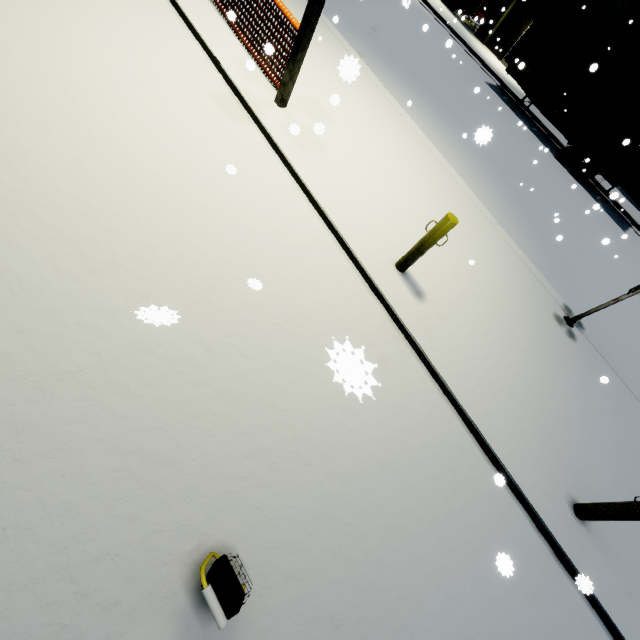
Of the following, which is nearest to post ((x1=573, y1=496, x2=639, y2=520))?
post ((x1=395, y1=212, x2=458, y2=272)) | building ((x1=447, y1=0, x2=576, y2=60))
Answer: post ((x1=395, y1=212, x2=458, y2=272))

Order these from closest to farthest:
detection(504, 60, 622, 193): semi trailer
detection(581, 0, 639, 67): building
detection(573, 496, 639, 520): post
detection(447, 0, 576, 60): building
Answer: detection(573, 496, 639, 520): post, detection(504, 60, 622, 193): semi trailer, detection(581, 0, 639, 67): building, detection(447, 0, 576, 60): building

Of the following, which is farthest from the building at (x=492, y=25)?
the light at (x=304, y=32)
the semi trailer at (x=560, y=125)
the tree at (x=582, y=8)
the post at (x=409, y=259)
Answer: the post at (x=409, y=259)

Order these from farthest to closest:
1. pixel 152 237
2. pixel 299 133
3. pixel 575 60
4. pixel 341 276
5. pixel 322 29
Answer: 1. pixel 575 60
2. pixel 322 29
3. pixel 299 133
4. pixel 341 276
5. pixel 152 237

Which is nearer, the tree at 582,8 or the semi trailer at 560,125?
the semi trailer at 560,125

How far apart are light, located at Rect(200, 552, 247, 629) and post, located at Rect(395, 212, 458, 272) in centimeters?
400cm

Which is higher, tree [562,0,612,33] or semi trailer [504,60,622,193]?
tree [562,0,612,33]

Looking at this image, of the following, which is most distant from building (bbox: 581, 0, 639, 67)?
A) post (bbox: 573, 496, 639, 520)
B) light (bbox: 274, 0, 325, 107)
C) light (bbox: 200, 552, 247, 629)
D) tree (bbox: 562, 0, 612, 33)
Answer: post (bbox: 573, 496, 639, 520)
